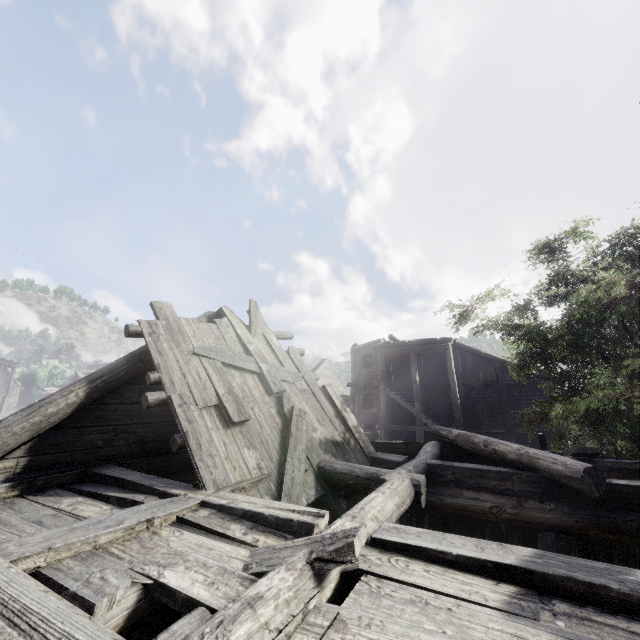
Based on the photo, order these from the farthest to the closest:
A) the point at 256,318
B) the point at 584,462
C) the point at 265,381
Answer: the point at 256,318
the point at 584,462
the point at 265,381

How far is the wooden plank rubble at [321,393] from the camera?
4.77m

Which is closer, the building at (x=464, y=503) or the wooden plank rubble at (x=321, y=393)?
the building at (x=464, y=503)

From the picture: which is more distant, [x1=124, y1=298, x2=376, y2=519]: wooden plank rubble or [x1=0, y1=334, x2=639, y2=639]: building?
[x1=124, y1=298, x2=376, y2=519]: wooden plank rubble

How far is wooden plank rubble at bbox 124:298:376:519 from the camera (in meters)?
4.77
